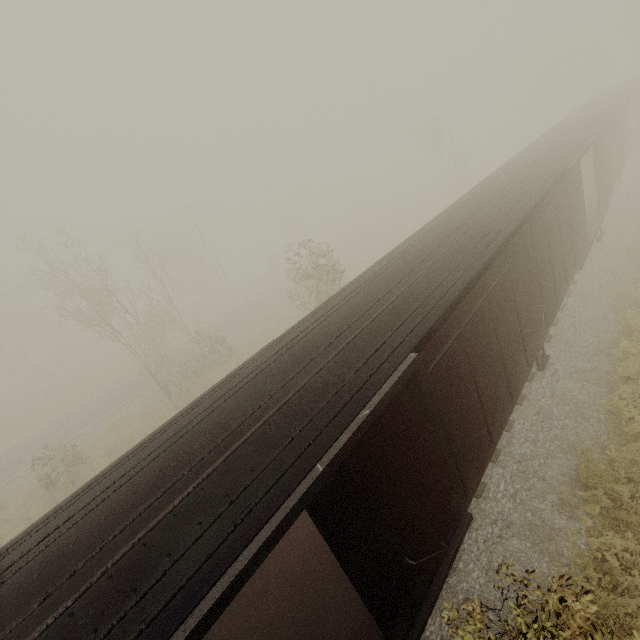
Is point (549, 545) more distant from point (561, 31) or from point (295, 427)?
point (561, 31)
